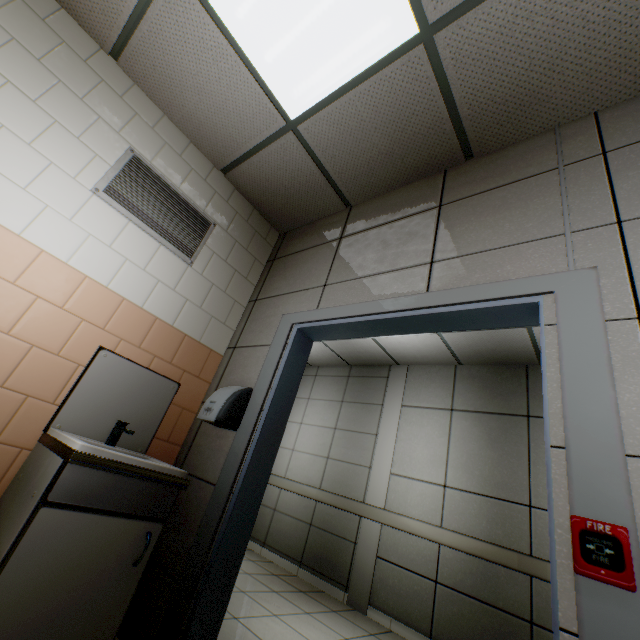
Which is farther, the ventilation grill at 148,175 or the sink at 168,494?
the ventilation grill at 148,175

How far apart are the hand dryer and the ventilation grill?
1.1m

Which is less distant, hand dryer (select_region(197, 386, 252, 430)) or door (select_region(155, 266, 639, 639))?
door (select_region(155, 266, 639, 639))

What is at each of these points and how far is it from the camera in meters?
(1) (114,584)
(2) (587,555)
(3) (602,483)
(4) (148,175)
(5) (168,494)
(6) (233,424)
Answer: (1) cabinet, 1.5
(2) fire alarm, 0.9
(3) door, 1.0
(4) ventilation grill, 2.4
(5) sink, 1.7
(6) hand dryer, 2.1

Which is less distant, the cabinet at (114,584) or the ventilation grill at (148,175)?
the cabinet at (114,584)

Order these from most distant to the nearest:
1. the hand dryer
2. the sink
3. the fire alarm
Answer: the hand dryer < the sink < the fire alarm

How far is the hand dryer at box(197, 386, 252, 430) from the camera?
2.04m

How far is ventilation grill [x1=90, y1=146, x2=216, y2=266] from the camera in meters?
2.2 m
